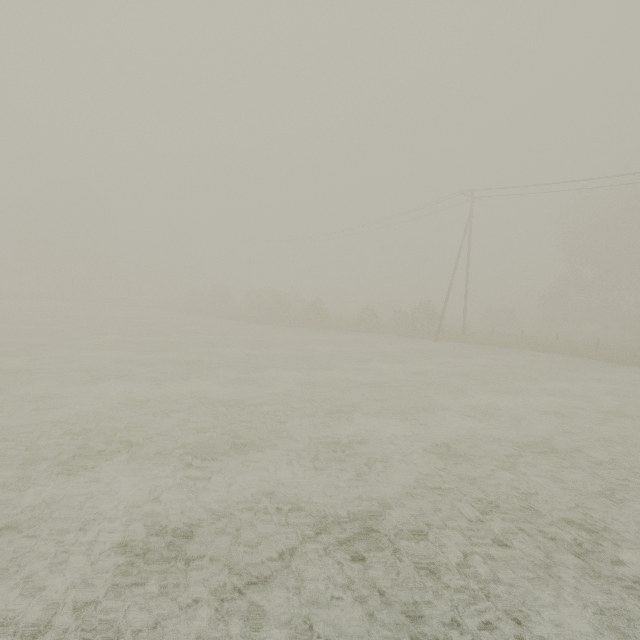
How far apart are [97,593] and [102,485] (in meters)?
2.11
